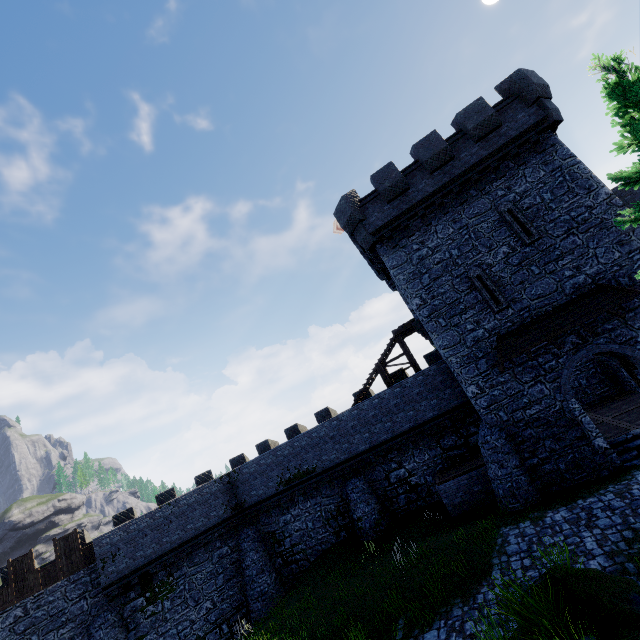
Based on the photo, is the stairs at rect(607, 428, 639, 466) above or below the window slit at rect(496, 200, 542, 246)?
below

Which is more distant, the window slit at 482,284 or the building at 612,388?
the window slit at 482,284

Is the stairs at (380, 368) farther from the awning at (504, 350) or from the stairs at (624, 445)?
the stairs at (624, 445)

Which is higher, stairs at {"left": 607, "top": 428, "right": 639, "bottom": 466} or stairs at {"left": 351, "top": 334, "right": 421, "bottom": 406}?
stairs at {"left": 351, "top": 334, "right": 421, "bottom": 406}

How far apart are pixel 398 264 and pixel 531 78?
10.42m

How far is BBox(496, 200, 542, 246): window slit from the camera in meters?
14.9

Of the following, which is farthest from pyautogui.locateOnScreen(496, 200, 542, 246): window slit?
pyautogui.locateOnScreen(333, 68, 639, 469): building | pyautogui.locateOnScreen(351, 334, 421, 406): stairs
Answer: pyautogui.locateOnScreen(351, 334, 421, 406): stairs

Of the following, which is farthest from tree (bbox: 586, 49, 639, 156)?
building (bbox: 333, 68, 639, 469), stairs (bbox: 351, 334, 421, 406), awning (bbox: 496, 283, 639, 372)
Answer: stairs (bbox: 351, 334, 421, 406)
